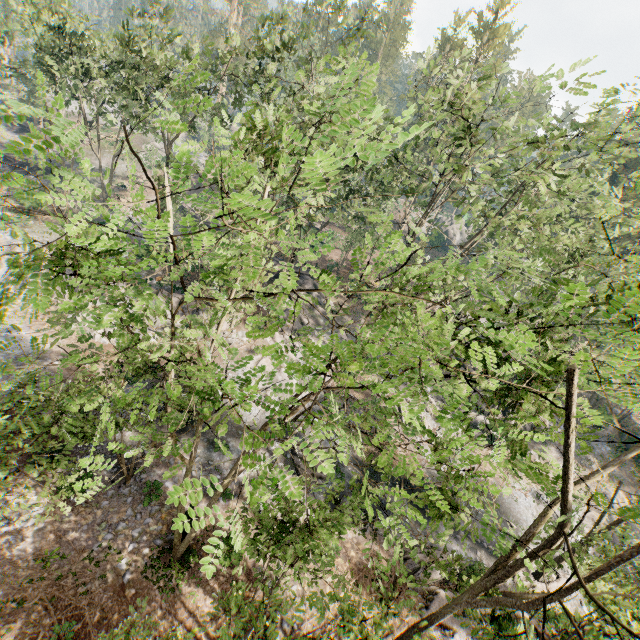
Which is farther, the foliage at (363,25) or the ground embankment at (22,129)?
the ground embankment at (22,129)

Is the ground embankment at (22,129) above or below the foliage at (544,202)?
above

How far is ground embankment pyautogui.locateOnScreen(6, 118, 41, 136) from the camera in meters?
47.5

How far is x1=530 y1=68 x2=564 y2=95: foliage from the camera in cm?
1656

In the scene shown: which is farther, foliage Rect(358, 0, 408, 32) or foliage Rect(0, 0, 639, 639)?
foliage Rect(358, 0, 408, 32)

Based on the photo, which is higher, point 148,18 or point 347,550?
point 148,18

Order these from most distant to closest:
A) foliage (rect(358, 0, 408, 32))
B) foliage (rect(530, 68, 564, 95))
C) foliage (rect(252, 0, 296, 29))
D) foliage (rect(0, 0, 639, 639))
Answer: foliage (rect(252, 0, 296, 29)), foliage (rect(358, 0, 408, 32)), foliage (rect(530, 68, 564, 95)), foliage (rect(0, 0, 639, 639))
